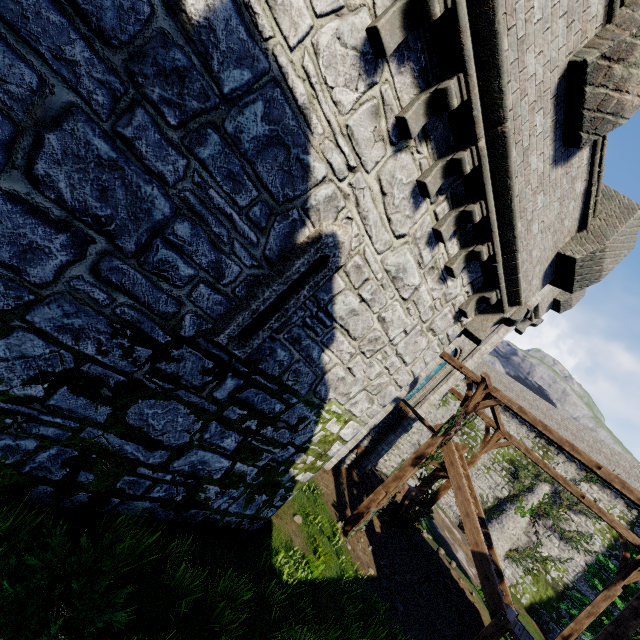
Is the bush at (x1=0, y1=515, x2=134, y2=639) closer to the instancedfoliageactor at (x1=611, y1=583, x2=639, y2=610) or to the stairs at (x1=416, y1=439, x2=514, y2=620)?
the stairs at (x1=416, y1=439, x2=514, y2=620)

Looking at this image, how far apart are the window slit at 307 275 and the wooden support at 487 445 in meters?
14.6 m

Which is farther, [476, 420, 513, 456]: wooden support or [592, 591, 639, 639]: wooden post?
[476, 420, 513, 456]: wooden support

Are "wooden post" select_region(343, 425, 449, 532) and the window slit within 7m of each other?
no

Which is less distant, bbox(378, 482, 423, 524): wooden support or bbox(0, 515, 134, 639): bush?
bbox(0, 515, 134, 639): bush

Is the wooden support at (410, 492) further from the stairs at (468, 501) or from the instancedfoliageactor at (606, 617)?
the instancedfoliageactor at (606, 617)

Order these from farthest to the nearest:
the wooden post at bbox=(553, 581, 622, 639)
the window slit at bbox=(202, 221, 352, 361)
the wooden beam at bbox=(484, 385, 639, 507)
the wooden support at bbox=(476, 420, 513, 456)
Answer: the wooden support at bbox=(476, 420, 513, 456), the wooden post at bbox=(553, 581, 622, 639), the wooden beam at bbox=(484, 385, 639, 507), the window slit at bbox=(202, 221, 352, 361)

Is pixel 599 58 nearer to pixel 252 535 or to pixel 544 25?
pixel 544 25
